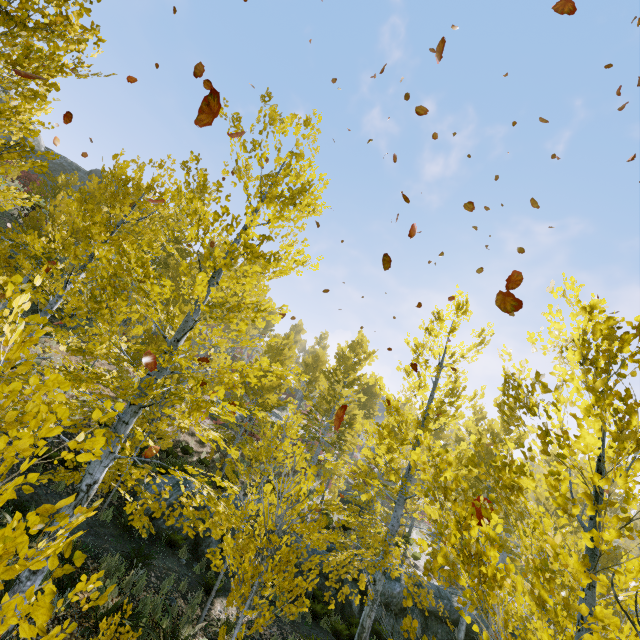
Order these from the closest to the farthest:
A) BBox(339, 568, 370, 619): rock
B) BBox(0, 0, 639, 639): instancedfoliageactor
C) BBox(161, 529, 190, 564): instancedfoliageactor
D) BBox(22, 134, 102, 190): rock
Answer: BBox(0, 0, 639, 639): instancedfoliageactor < BBox(161, 529, 190, 564): instancedfoliageactor < BBox(339, 568, 370, 619): rock < BBox(22, 134, 102, 190): rock

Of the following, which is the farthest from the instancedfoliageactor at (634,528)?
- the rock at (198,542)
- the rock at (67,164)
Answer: the rock at (67,164)

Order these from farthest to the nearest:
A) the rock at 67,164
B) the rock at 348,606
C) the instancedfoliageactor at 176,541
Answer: the rock at 67,164 → the rock at 348,606 → the instancedfoliageactor at 176,541

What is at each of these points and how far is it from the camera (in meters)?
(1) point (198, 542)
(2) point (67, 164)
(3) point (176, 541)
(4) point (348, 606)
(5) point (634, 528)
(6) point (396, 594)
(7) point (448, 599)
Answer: (1) rock, 11.24
(2) rock, 33.22
(3) instancedfoliageactor, 10.36
(4) rock, 12.86
(5) instancedfoliageactor, 22.45
(6) rock, 13.05
(7) rock, 14.07

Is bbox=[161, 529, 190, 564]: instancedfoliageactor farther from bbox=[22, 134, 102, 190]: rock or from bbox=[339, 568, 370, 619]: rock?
bbox=[22, 134, 102, 190]: rock

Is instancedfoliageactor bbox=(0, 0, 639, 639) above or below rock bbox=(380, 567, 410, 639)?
above
